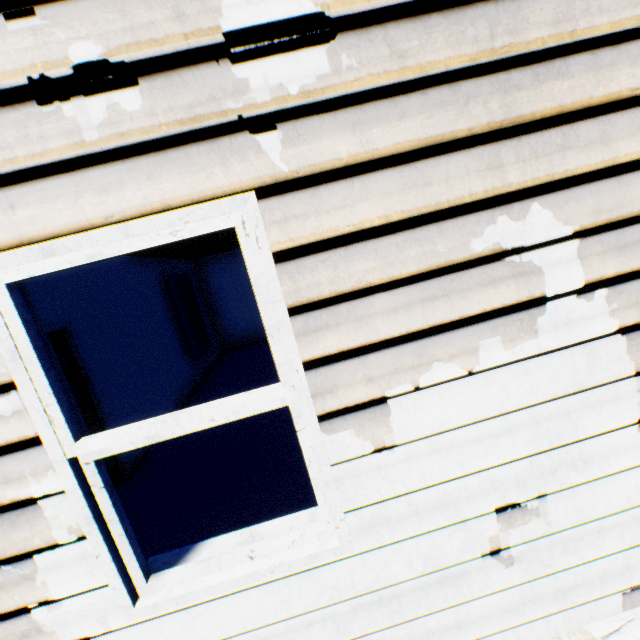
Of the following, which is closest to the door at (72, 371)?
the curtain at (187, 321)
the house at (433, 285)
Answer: the house at (433, 285)

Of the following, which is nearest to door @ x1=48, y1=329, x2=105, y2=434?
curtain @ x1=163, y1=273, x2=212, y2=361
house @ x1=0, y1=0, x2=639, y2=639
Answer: house @ x1=0, y1=0, x2=639, y2=639

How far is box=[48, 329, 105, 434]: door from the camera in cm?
400

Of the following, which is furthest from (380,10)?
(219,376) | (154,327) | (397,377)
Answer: (219,376)

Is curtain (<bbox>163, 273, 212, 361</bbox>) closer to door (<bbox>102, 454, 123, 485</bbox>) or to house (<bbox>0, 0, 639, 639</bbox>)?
house (<bbox>0, 0, 639, 639</bbox>)

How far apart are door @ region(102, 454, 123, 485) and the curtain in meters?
3.7
